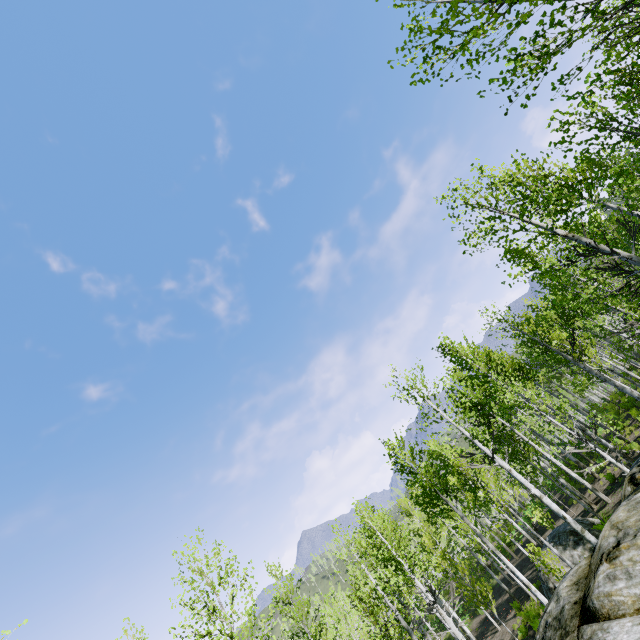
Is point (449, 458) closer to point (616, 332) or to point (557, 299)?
point (616, 332)
